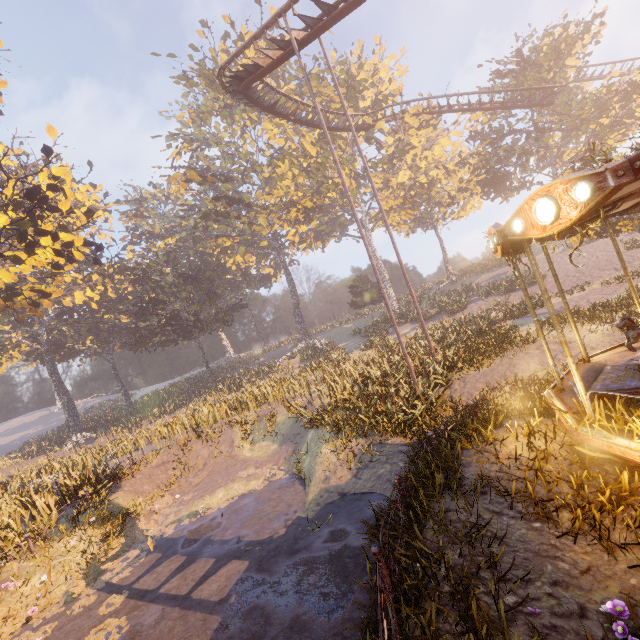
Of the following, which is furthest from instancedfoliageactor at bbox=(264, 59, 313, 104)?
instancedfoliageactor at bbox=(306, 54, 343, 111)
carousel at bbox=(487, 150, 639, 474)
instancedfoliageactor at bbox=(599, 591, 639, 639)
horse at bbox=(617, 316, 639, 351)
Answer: instancedfoliageactor at bbox=(599, 591, 639, 639)

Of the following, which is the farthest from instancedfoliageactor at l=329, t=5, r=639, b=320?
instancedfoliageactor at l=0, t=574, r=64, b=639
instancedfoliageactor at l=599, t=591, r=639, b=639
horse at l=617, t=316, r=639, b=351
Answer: instancedfoliageactor at l=0, t=574, r=64, b=639

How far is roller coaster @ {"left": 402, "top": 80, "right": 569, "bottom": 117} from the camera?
26.2 meters

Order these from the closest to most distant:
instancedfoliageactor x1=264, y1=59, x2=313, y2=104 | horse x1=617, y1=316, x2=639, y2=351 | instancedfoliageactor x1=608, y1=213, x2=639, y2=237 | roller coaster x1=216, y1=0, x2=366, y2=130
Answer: horse x1=617, y1=316, x2=639, y2=351 → roller coaster x1=216, y1=0, x2=366, y2=130 → instancedfoliageactor x1=608, y1=213, x2=639, y2=237 → instancedfoliageactor x1=264, y1=59, x2=313, y2=104

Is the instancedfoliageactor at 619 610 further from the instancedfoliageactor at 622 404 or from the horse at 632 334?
the horse at 632 334

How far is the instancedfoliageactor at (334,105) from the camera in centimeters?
3341cm

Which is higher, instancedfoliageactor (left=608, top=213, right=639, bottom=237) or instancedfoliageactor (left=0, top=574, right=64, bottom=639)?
instancedfoliageactor (left=608, top=213, right=639, bottom=237)

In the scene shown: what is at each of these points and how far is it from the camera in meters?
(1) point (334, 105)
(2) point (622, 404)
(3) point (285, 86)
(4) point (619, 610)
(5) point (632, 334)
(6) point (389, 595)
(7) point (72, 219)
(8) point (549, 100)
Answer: (1) instancedfoliageactor, 35.9
(2) instancedfoliageactor, 4.5
(3) instancedfoliageactor, 42.1
(4) instancedfoliageactor, 3.2
(5) horse, 7.4
(6) metal fence, 4.6
(7) instancedfoliageactor, 44.8
(8) roller coaster, 26.8
